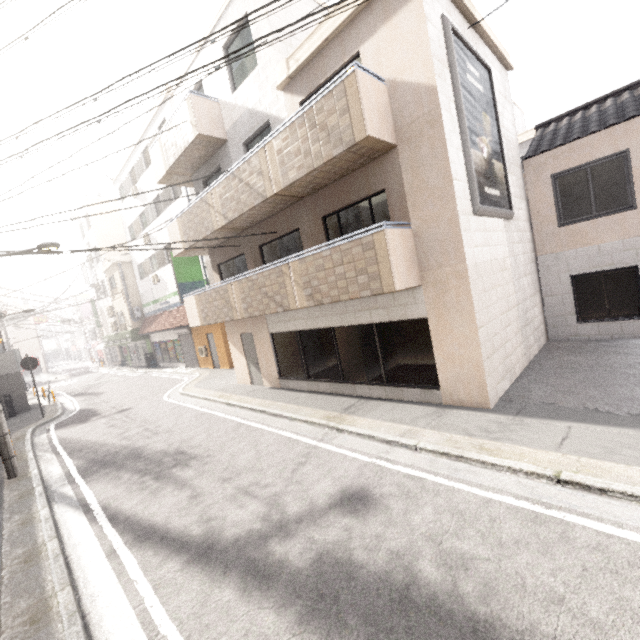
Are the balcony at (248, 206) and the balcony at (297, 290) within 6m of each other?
yes

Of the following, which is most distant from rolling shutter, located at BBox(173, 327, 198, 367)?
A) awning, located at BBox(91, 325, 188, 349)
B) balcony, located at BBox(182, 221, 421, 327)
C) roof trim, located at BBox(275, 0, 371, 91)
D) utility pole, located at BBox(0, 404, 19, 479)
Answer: roof trim, located at BBox(275, 0, 371, 91)

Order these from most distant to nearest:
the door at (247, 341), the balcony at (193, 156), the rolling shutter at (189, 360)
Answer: the rolling shutter at (189, 360), the door at (247, 341), the balcony at (193, 156)

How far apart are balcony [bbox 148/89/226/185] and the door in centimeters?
657cm

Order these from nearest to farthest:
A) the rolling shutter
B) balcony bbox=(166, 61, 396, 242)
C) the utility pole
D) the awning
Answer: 1. balcony bbox=(166, 61, 396, 242)
2. the utility pole
3. the rolling shutter
4. the awning

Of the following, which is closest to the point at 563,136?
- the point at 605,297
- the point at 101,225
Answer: the point at 605,297

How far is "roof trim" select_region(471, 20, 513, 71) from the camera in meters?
8.0

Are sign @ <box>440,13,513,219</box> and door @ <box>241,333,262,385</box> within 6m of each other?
no
